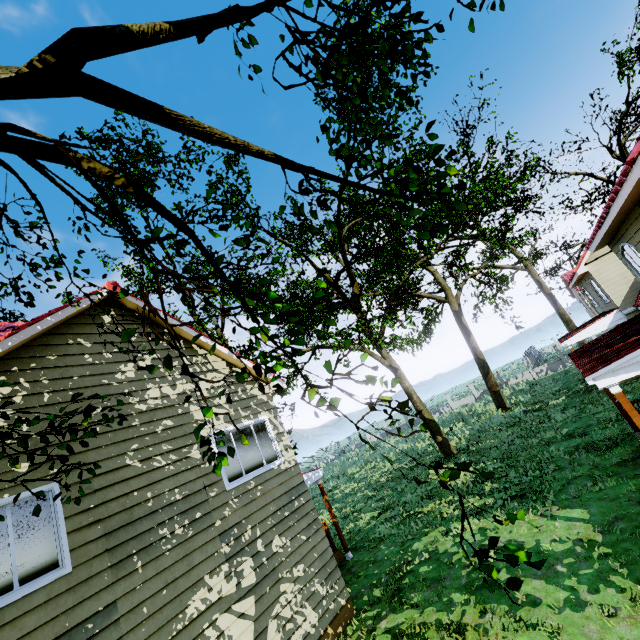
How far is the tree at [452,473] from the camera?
1.8m

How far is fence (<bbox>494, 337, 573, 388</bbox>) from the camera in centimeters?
3359cm

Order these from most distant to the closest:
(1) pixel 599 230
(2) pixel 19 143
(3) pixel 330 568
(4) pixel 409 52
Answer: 1. (1) pixel 599 230
2. (3) pixel 330 568
3. (4) pixel 409 52
4. (2) pixel 19 143

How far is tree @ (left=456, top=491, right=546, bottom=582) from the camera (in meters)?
1.84

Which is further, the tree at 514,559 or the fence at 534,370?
the fence at 534,370

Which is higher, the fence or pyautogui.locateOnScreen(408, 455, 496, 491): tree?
pyautogui.locateOnScreen(408, 455, 496, 491): tree

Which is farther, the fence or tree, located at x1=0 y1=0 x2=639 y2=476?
the fence
